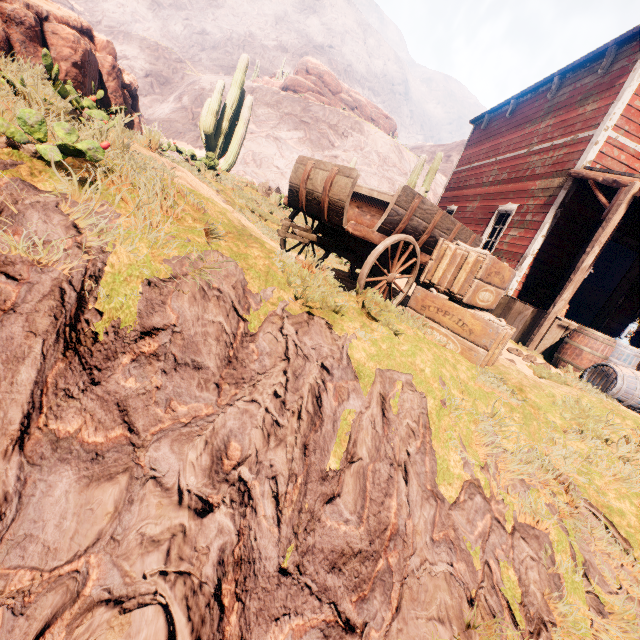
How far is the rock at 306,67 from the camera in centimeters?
4062cm

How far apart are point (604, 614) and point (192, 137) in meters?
44.8

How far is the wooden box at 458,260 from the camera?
3.5m

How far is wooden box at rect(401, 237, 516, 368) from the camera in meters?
3.5 m

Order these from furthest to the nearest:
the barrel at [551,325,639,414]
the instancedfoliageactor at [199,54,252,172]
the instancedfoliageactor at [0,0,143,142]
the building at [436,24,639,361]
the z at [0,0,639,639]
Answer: the instancedfoliageactor at [199,54,252,172], the building at [436,24,639,361], the barrel at [551,325,639,414], the instancedfoliageactor at [0,0,143,142], the z at [0,0,639,639]

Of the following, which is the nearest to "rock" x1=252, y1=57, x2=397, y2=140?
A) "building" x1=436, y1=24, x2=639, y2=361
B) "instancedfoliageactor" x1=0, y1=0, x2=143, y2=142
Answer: "instancedfoliageactor" x1=0, y1=0, x2=143, y2=142

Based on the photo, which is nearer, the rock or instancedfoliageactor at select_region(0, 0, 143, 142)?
instancedfoliageactor at select_region(0, 0, 143, 142)

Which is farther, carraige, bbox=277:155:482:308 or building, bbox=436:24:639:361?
building, bbox=436:24:639:361
